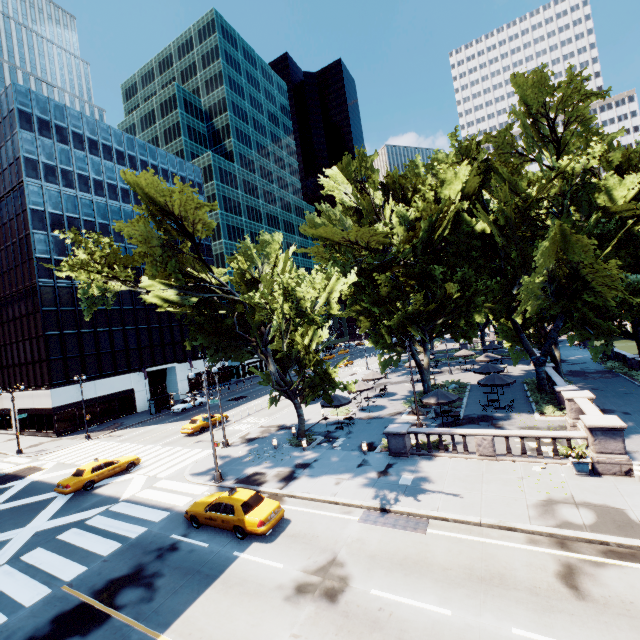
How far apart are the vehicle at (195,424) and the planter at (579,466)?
29.8m

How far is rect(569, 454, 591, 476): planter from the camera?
15.1m

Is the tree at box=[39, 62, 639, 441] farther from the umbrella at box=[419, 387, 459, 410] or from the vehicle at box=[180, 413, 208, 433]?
the vehicle at box=[180, 413, 208, 433]

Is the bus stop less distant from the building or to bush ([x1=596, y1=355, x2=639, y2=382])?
the building

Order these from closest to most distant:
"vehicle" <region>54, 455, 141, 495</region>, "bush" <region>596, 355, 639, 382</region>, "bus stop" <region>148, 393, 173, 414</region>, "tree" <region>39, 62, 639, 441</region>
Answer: "tree" <region>39, 62, 639, 441</region>
"vehicle" <region>54, 455, 141, 495</region>
"bush" <region>596, 355, 639, 382</region>
"bus stop" <region>148, 393, 173, 414</region>

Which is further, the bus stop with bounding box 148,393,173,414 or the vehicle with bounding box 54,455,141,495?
the bus stop with bounding box 148,393,173,414

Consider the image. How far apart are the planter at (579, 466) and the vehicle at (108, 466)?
28.6 meters

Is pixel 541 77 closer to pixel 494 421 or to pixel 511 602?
pixel 494 421
